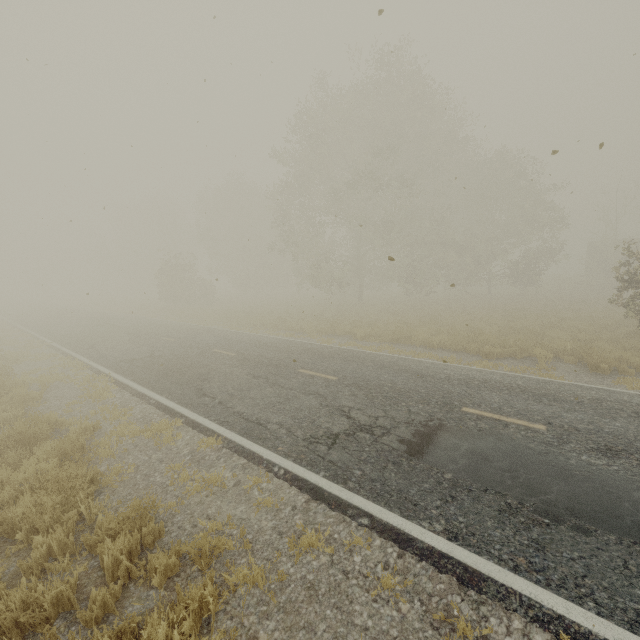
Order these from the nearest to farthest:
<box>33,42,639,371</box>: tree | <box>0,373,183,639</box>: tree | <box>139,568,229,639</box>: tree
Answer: <box>139,568,229,639</box>: tree → <box>0,373,183,639</box>: tree → <box>33,42,639,371</box>: tree

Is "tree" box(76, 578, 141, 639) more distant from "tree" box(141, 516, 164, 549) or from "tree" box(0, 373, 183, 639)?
"tree" box(0, 373, 183, 639)

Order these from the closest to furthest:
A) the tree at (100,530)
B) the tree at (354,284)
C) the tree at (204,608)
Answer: the tree at (204,608) → the tree at (100,530) → the tree at (354,284)

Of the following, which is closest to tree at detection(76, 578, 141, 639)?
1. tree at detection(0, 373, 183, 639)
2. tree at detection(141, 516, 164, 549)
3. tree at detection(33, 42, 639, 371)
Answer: tree at detection(141, 516, 164, 549)

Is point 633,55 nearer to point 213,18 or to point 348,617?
point 213,18

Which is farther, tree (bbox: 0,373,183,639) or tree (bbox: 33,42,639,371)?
tree (bbox: 33,42,639,371)

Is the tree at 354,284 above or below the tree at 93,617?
above

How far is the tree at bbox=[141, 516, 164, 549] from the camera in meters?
4.0 m
